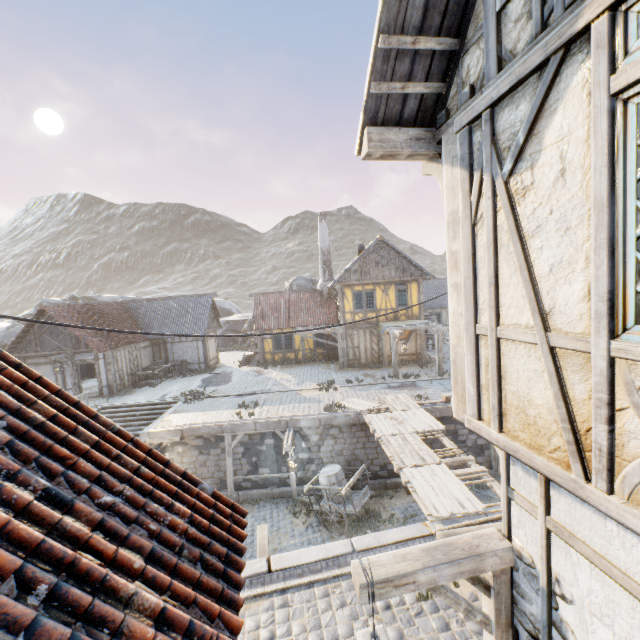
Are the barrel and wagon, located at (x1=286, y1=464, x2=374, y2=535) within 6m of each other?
yes

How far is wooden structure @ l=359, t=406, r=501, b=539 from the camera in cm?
682

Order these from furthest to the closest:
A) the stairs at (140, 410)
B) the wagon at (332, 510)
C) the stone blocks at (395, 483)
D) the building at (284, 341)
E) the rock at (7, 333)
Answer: the rock at (7, 333) < the building at (284, 341) < the stairs at (140, 410) < the stone blocks at (395, 483) < the wagon at (332, 510)

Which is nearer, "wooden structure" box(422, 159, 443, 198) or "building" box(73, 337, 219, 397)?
"wooden structure" box(422, 159, 443, 198)

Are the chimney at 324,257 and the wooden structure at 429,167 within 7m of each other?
no

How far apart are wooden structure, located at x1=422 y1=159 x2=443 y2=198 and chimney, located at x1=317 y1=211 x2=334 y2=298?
22.8m

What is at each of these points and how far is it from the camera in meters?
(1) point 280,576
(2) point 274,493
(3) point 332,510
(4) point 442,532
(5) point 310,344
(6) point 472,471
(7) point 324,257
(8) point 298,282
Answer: (1) stone gutter, 6.2 m
(2) stone blocks, 13.9 m
(3) wagon, 11.7 m
(4) wooden structure, 6.8 m
(5) building, 25.7 m
(6) wooden structure, 8.9 m
(7) chimney, 26.8 m
(8) rock, 34.8 m

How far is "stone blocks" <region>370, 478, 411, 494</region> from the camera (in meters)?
13.83
